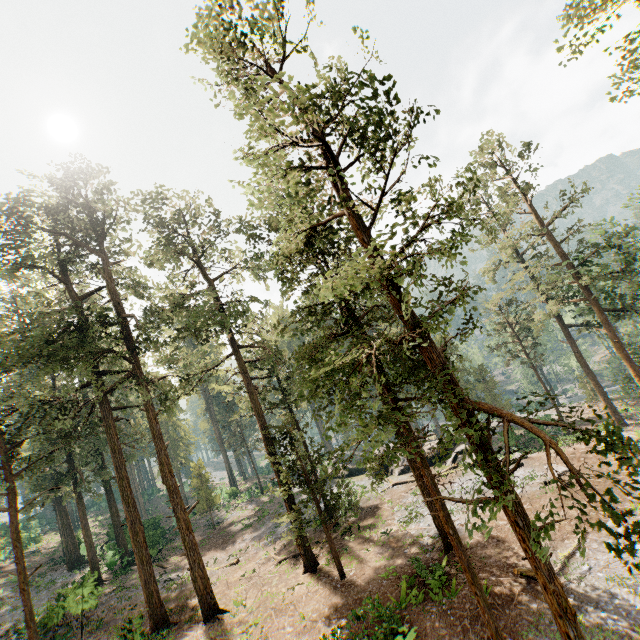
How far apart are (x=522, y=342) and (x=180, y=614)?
44.9m
